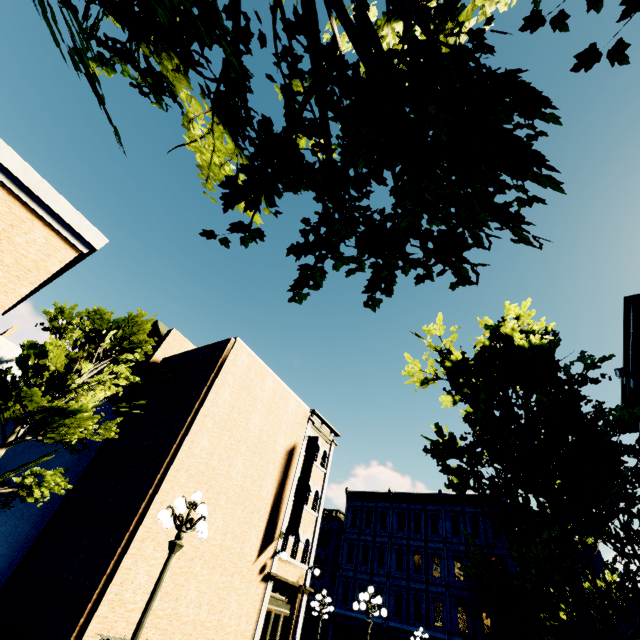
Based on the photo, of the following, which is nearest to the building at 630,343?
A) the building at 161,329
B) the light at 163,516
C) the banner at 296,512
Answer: the building at 161,329

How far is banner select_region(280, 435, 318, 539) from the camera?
15.9m

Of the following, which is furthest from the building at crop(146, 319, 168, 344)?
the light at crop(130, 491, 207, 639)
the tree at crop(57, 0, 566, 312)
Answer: the light at crop(130, 491, 207, 639)

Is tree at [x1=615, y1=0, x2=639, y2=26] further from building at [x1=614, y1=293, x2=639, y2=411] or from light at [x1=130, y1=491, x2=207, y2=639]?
light at [x1=130, y1=491, x2=207, y2=639]

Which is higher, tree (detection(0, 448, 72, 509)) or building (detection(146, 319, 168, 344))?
building (detection(146, 319, 168, 344))

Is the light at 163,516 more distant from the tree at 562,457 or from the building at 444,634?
the building at 444,634

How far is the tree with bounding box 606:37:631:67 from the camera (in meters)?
0.97

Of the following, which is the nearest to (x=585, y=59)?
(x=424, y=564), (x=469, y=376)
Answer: (x=469, y=376)
